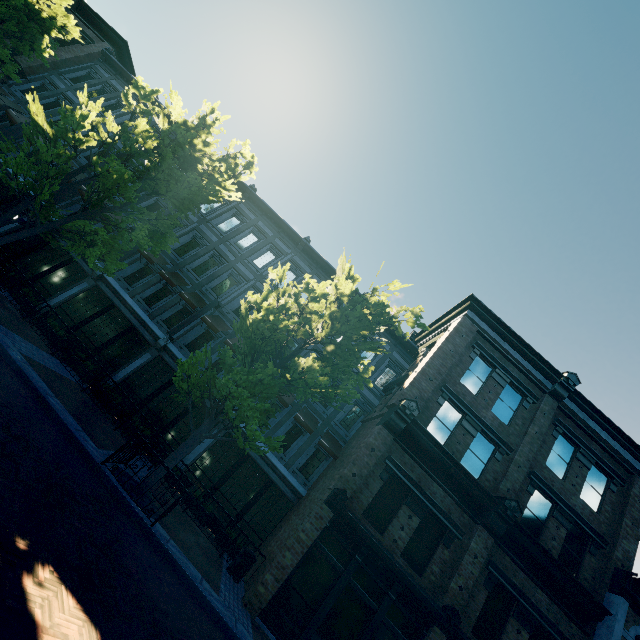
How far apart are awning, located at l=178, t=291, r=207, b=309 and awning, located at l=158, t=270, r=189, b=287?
0.5m

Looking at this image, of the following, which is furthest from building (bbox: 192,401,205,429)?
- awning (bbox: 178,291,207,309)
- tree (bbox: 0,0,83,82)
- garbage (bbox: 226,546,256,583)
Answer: tree (bbox: 0,0,83,82)

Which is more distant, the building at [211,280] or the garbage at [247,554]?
the building at [211,280]

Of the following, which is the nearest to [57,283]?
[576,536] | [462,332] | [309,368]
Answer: [309,368]

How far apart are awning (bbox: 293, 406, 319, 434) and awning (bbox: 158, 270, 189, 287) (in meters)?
8.74

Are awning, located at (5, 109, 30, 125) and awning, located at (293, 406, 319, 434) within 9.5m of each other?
no

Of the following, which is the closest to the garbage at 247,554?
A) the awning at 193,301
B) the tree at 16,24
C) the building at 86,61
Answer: the building at 86,61

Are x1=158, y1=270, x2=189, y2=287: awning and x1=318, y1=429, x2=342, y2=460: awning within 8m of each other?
no
